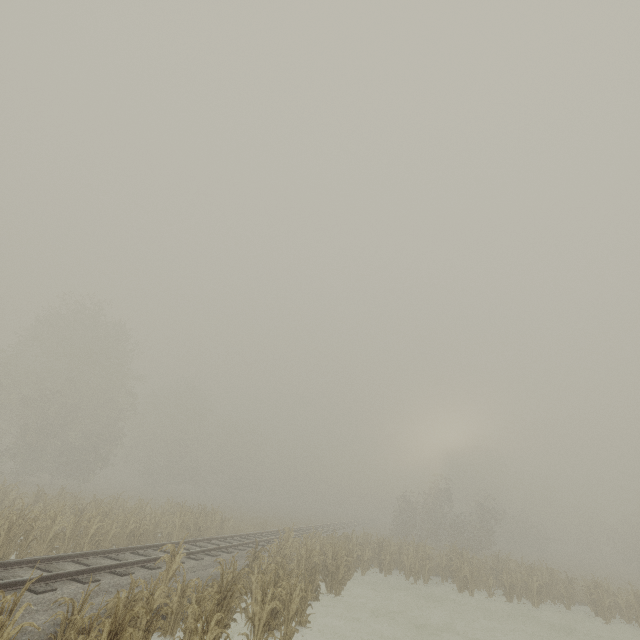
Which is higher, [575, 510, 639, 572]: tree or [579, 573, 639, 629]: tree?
[575, 510, 639, 572]: tree

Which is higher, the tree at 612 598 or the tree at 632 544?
the tree at 632 544

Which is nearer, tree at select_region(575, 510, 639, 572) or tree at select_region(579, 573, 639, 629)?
tree at select_region(579, 573, 639, 629)

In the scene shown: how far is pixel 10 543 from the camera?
9.8m

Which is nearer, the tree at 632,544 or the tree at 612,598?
the tree at 612,598
